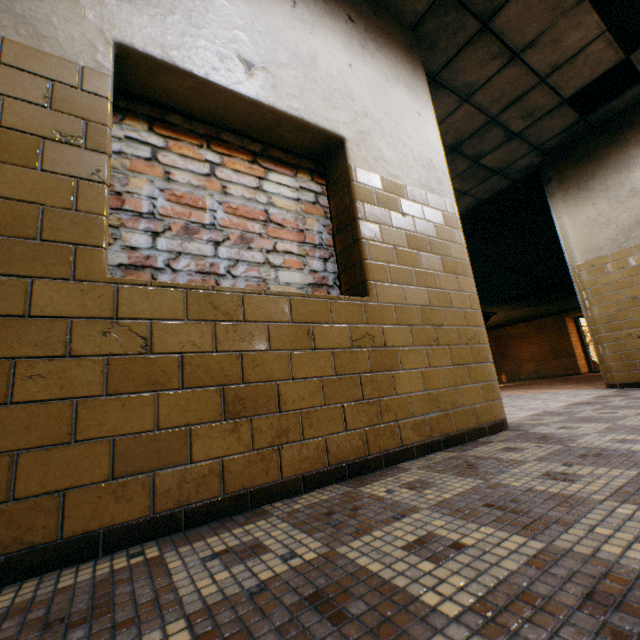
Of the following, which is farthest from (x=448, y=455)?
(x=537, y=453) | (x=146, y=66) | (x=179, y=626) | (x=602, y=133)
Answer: (x=602, y=133)

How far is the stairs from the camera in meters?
6.6

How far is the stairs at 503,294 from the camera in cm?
660
